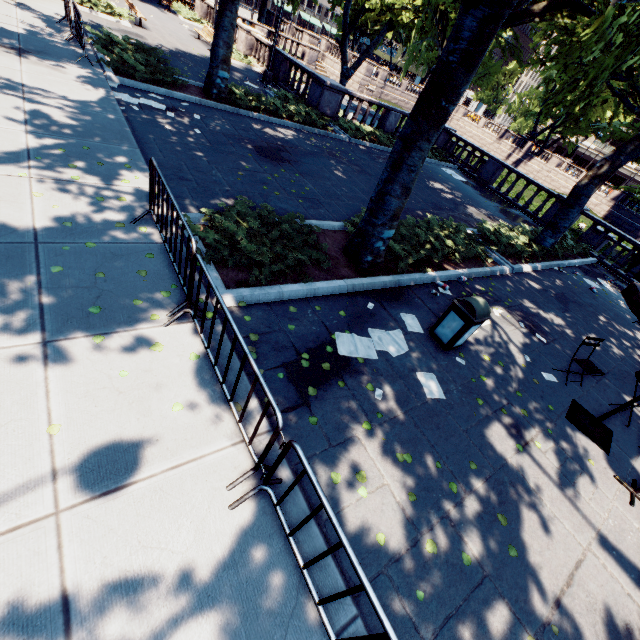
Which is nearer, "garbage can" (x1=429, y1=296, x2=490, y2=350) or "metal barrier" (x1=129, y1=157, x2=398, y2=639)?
"metal barrier" (x1=129, y1=157, x2=398, y2=639)

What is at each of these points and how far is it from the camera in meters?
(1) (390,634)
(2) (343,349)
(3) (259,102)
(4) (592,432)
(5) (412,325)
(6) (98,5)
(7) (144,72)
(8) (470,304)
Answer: (1) metal barrier, 1.8 m
(2) instancedfoliageactor, 5.1 m
(3) bush, 13.5 m
(4) umbrella, 5.9 m
(5) instancedfoliageactor, 6.3 m
(6) bush, 15.4 m
(7) bush, 10.6 m
(8) garbage can, 5.9 m

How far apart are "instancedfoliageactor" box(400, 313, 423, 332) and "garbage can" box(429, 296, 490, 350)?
0.2m

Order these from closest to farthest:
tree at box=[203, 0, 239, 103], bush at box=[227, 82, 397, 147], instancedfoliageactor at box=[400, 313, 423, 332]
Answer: instancedfoliageactor at box=[400, 313, 423, 332], tree at box=[203, 0, 239, 103], bush at box=[227, 82, 397, 147]

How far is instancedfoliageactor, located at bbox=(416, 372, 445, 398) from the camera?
5.11m

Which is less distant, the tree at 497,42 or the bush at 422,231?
the tree at 497,42

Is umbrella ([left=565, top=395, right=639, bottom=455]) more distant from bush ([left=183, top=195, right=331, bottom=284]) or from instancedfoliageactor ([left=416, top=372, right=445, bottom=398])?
bush ([left=183, top=195, right=331, bottom=284])

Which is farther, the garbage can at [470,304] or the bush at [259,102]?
the bush at [259,102]
